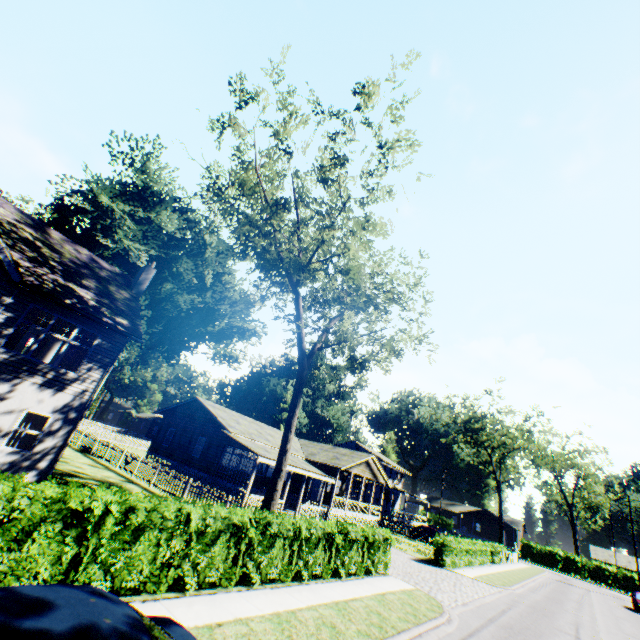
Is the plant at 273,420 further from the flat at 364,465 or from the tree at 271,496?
the flat at 364,465

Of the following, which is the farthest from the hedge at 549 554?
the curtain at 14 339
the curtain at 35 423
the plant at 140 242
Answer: the curtain at 14 339

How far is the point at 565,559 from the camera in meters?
53.9

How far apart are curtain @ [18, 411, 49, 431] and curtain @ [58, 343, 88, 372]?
1.99m

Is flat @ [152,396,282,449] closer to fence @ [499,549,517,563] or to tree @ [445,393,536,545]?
fence @ [499,549,517,563]

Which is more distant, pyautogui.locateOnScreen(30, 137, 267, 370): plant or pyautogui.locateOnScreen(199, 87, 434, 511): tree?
pyautogui.locateOnScreen(30, 137, 267, 370): plant

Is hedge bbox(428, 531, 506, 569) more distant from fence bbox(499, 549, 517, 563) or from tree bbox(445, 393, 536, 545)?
tree bbox(445, 393, 536, 545)

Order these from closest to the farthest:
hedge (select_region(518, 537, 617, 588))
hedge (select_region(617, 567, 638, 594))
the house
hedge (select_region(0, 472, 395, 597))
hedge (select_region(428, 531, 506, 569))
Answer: hedge (select_region(0, 472, 395, 597)) < hedge (select_region(428, 531, 506, 569)) < the house < hedge (select_region(617, 567, 638, 594)) < hedge (select_region(518, 537, 617, 588))
